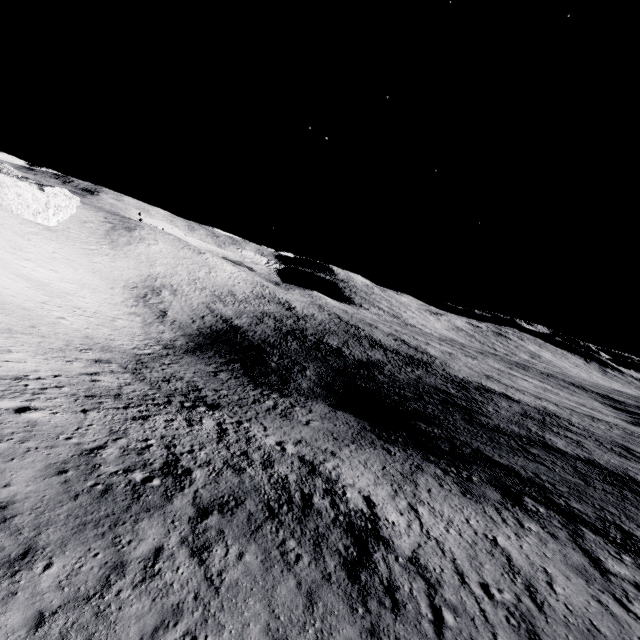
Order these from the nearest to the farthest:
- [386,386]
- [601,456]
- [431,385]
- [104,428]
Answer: [104,428] → [601,456] → [386,386] → [431,385]
